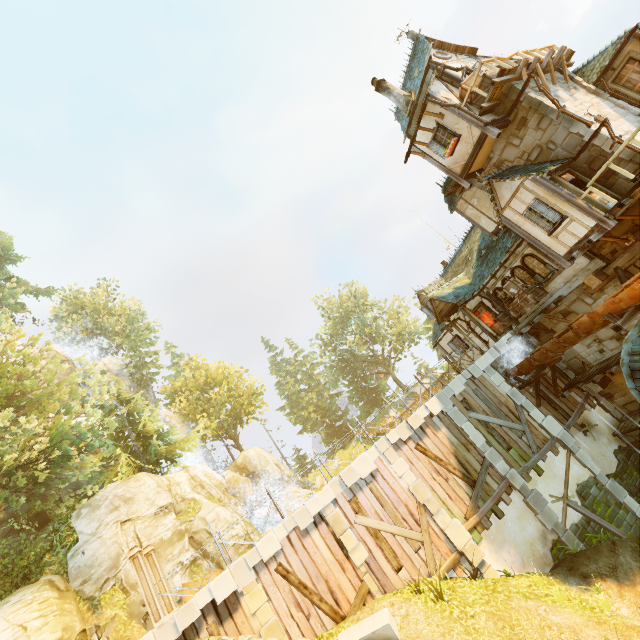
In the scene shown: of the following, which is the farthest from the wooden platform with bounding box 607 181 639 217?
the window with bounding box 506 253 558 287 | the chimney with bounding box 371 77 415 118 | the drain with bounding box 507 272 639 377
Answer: the chimney with bounding box 371 77 415 118

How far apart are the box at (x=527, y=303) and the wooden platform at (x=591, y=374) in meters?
3.6

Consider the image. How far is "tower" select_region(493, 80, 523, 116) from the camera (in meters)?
12.68

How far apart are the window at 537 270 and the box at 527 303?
0.0m

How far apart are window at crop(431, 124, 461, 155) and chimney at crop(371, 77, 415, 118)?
3.3 meters

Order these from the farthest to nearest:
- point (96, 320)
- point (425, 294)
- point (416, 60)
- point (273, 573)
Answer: point (96, 320) < point (425, 294) < point (416, 60) < point (273, 573)

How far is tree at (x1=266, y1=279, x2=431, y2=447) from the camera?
44.4 meters

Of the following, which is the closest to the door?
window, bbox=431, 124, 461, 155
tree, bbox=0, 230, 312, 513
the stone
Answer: window, bbox=431, 124, 461, 155
